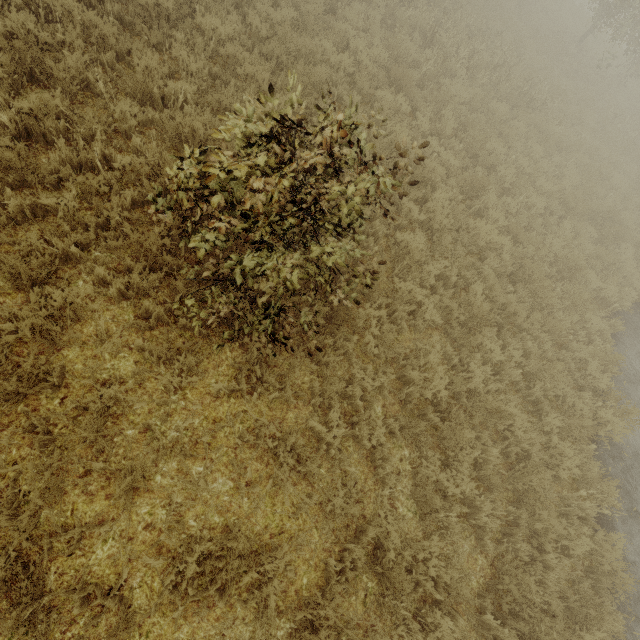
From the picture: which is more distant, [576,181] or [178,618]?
[576,181]
